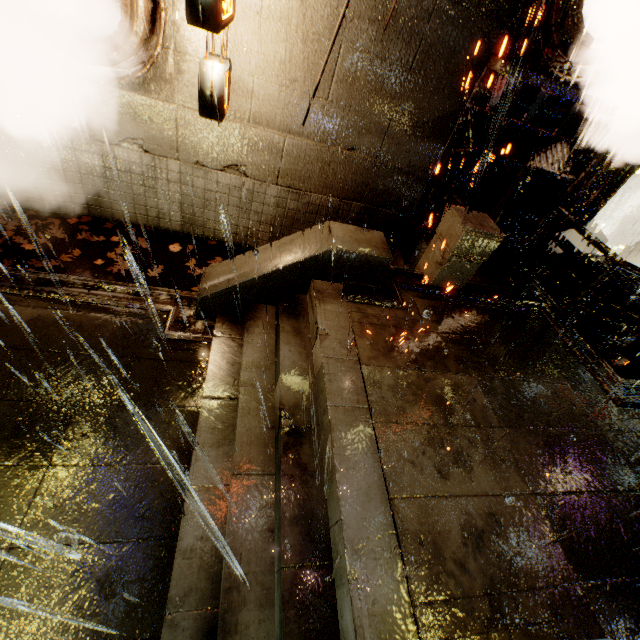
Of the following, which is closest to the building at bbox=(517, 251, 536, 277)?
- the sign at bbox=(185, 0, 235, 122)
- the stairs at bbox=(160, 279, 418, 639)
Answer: the sign at bbox=(185, 0, 235, 122)

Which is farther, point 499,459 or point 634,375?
point 634,375

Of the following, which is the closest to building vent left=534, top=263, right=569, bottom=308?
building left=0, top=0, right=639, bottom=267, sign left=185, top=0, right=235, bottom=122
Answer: building left=0, top=0, right=639, bottom=267

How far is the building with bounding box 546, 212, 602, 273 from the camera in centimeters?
909cm

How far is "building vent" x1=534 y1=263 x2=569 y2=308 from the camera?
13.37m

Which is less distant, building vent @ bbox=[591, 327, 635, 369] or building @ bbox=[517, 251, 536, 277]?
building @ bbox=[517, 251, 536, 277]

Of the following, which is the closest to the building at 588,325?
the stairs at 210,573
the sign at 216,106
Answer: the sign at 216,106

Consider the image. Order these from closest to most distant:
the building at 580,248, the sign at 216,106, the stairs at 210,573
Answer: the stairs at 210,573
the sign at 216,106
the building at 580,248
